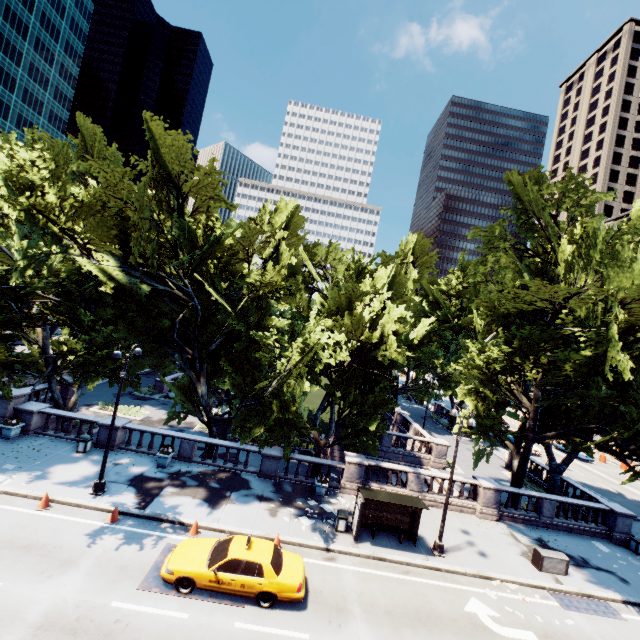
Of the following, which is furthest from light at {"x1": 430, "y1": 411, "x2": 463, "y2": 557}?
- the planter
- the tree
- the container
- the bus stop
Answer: the planter

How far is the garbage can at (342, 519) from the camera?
16.6m

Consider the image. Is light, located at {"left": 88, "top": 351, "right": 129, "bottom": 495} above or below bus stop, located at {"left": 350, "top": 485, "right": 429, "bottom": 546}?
below

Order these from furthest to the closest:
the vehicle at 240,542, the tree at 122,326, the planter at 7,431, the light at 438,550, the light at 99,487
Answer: the planter at 7,431
the light at 438,550
the light at 99,487
the tree at 122,326
the vehicle at 240,542

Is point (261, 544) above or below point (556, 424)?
below

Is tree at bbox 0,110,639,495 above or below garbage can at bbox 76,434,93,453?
above

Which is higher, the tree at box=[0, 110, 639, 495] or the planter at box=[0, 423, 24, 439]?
the tree at box=[0, 110, 639, 495]

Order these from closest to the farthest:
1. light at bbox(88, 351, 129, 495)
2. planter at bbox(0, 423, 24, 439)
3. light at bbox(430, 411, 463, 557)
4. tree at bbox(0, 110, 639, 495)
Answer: tree at bbox(0, 110, 639, 495) → light at bbox(88, 351, 129, 495) → light at bbox(430, 411, 463, 557) → planter at bbox(0, 423, 24, 439)
